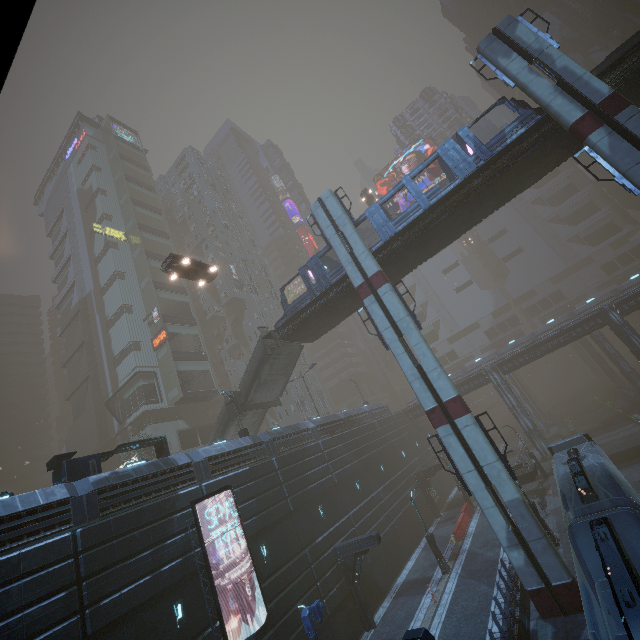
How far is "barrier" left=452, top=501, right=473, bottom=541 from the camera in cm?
2712

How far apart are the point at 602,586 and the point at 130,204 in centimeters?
6450cm

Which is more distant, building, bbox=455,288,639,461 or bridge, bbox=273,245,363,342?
building, bbox=455,288,639,461

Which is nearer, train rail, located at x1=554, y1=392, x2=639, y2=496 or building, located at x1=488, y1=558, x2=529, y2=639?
building, located at x1=488, y1=558, x2=529, y2=639

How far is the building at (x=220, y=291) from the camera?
58.44m

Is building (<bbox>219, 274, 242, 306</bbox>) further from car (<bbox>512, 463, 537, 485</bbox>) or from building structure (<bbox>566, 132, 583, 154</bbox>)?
building structure (<bbox>566, 132, 583, 154</bbox>)

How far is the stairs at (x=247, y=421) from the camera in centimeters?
2811cm

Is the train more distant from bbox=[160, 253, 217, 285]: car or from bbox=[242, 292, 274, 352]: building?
bbox=[160, 253, 217, 285]: car
